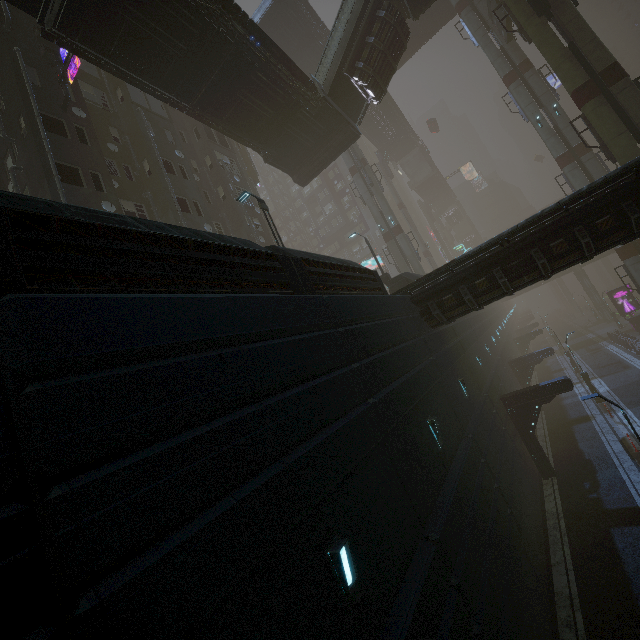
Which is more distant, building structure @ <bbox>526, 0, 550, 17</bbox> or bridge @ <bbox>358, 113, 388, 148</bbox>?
bridge @ <bbox>358, 113, 388, 148</bbox>

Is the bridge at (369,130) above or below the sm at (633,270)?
above

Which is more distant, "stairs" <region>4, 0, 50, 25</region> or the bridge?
the bridge

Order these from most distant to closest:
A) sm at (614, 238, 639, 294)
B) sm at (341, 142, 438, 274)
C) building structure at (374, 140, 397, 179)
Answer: building structure at (374, 140, 397, 179) → sm at (341, 142, 438, 274) → sm at (614, 238, 639, 294)

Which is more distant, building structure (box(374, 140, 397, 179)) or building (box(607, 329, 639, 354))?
building structure (box(374, 140, 397, 179))

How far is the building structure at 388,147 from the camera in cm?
5230

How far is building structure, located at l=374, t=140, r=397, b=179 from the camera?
52.3 meters

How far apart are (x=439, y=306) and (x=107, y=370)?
12.23m
